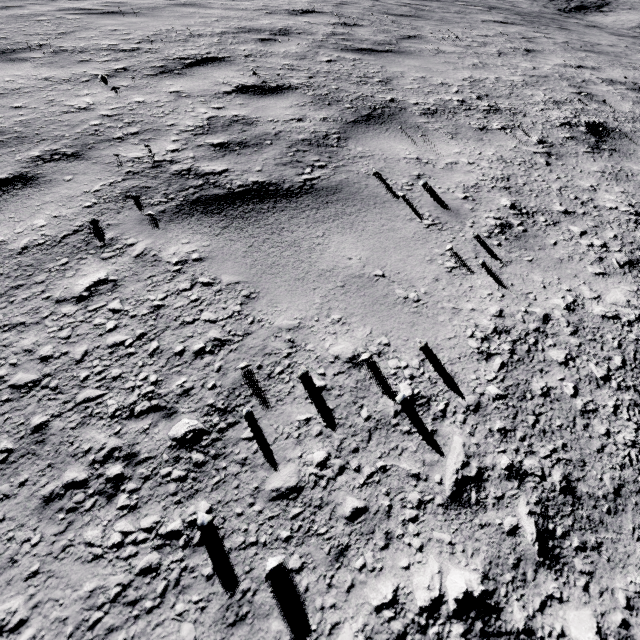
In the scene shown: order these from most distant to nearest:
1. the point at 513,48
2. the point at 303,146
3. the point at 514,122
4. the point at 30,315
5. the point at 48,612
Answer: the point at 513,48 < the point at 514,122 < the point at 303,146 < the point at 30,315 < the point at 48,612
